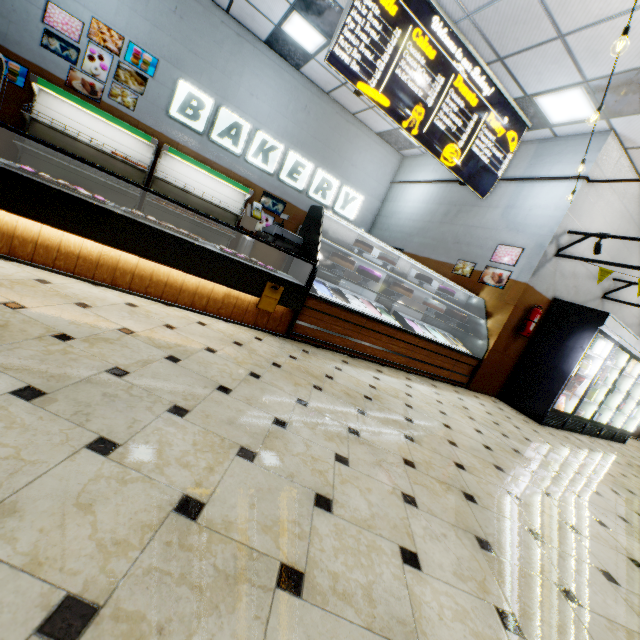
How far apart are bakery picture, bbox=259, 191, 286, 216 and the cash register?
4.8 meters

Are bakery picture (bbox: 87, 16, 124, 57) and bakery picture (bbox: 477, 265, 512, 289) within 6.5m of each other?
no

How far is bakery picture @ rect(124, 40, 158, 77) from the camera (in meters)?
6.37

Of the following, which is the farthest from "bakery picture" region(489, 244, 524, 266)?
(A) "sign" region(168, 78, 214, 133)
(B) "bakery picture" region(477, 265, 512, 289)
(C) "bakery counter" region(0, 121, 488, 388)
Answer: (A) "sign" region(168, 78, 214, 133)

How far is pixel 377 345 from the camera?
4.8 meters

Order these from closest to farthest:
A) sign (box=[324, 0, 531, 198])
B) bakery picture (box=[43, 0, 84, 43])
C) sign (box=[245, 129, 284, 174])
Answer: sign (box=[324, 0, 531, 198]), bakery picture (box=[43, 0, 84, 43]), sign (box=[245, 129, 284, 174])

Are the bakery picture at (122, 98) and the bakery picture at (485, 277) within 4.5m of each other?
no

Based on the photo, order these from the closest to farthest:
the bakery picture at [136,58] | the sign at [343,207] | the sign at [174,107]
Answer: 1. the bakery picture at [136,58]
2. the sign at [174,107]
3. the sign at [343,207]
